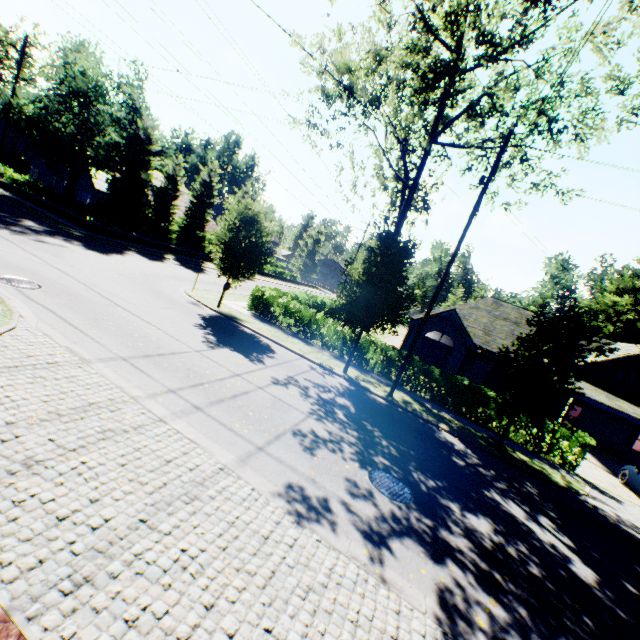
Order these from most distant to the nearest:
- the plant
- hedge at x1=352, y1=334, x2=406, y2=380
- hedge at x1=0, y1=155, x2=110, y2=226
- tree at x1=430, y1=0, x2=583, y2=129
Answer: the plant
hedge at x1=0, y1=155, x2=110, y2=226
hedge at x1=352, y1=334, x2=406, y2=380
tree at x1=430, y1=0, x2=583, y2=129

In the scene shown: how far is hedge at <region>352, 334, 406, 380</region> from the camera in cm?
1712

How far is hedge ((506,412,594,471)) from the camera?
14.26m

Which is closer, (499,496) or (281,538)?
(281,538)

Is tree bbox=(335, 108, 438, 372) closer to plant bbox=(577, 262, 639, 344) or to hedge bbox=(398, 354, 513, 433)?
plant bbox=(577, 262, 639, 344)

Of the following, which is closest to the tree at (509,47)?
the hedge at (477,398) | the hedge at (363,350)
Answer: the hedge at (363,350)

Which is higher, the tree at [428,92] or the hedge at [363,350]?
the tree at [428,92]

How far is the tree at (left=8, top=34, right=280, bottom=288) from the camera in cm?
1723
